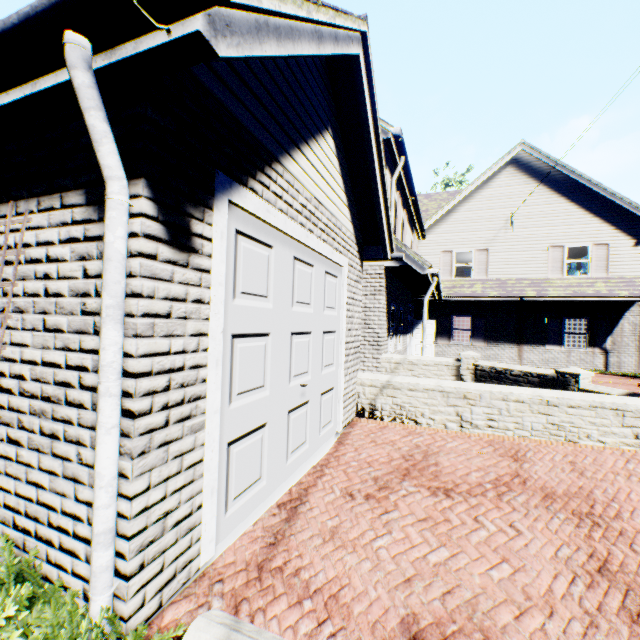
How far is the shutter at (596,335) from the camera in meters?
15.0 m

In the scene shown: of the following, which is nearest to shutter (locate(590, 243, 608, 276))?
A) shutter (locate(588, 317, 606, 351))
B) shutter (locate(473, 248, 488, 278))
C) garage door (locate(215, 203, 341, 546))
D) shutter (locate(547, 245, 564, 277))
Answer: shutter (locate(547, 245, 564, 277))

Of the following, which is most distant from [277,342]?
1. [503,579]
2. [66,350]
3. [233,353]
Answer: [503,579]

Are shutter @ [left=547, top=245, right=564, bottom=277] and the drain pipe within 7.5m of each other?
no

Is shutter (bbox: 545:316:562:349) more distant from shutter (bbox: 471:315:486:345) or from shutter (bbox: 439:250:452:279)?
shutter (bbox: 439:250:452:279)

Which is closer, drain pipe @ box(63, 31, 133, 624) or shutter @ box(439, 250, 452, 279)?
drain pipe @ box(63, 31, 133, 624)

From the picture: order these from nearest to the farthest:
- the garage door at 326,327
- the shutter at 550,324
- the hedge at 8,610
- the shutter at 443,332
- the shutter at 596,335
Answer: the hedge at 8,610, the garage door at 326,327, the shutter at 596,335, the shutter at 550,324, the shutter at 443,332

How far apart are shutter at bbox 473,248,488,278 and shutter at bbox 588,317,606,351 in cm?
468
